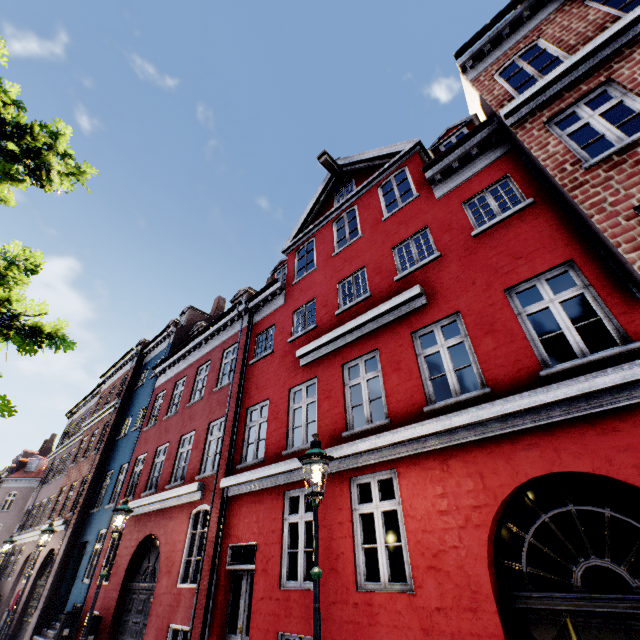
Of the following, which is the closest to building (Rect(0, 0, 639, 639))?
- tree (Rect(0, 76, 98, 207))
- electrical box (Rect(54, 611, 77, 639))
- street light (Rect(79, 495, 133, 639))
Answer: electrical box (Rect(54, 611, 77, 639))

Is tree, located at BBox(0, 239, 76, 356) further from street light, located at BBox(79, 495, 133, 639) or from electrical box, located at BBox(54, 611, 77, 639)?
electrical box, located at BBox(54, 611, 77, 639)

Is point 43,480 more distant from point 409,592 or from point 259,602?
point 409,592

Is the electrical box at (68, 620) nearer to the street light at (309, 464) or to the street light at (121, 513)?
the street light at (121, 513)

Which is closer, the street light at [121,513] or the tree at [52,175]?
the tree at [52,175]

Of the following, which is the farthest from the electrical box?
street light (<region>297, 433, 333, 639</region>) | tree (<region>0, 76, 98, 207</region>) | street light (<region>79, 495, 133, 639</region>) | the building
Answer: street light (<region>297, 433, 333, 639</region>)

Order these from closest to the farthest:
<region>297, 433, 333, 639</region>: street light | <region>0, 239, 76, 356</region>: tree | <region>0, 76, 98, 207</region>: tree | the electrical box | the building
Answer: <region>297, 433, 333, 639</region>: street light
the building
<region>0, 239, 76, 356</region>: tree
<region>0, 76, 98, 207</region>: tree
the electrical box
